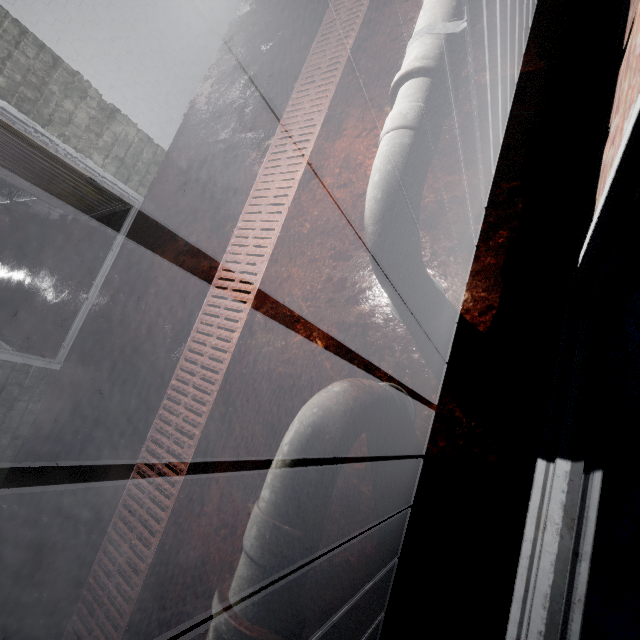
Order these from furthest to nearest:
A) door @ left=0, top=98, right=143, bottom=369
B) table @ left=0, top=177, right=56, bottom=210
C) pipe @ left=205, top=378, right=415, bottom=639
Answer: table @ left=0, top=177, right=56, bottom=210 < door @ left=0, top=98, right=143, bottom=369 < pipe @ left=205, top=378, right=415, bottom=639

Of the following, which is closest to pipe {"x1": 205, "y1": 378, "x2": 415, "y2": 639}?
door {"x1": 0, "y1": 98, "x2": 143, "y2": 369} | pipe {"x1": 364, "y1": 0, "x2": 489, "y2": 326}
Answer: pipe {"x1": 364, "y1": 0, "x2": 489, "y2": 326}

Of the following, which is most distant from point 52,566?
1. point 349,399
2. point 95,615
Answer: point 349,399

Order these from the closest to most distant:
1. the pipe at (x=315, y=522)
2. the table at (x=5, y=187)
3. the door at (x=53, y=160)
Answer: the pipe at (x=315, y=522), the door at (x=53, y=160), the table at (x=5, y=187)

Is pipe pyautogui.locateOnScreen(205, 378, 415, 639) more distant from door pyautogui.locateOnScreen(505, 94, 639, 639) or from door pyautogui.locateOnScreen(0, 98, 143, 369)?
door pyautogui.locateOnScreen(0, 98, 143, 369)

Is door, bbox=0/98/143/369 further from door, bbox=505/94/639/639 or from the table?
door, bbox=505/94/639/639

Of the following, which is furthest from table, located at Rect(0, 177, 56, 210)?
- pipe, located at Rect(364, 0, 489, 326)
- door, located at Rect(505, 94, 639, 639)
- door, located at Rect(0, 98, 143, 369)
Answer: door, located at Rect(505, 94, 639, 639)

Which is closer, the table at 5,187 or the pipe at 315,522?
the pipe at 315,522
